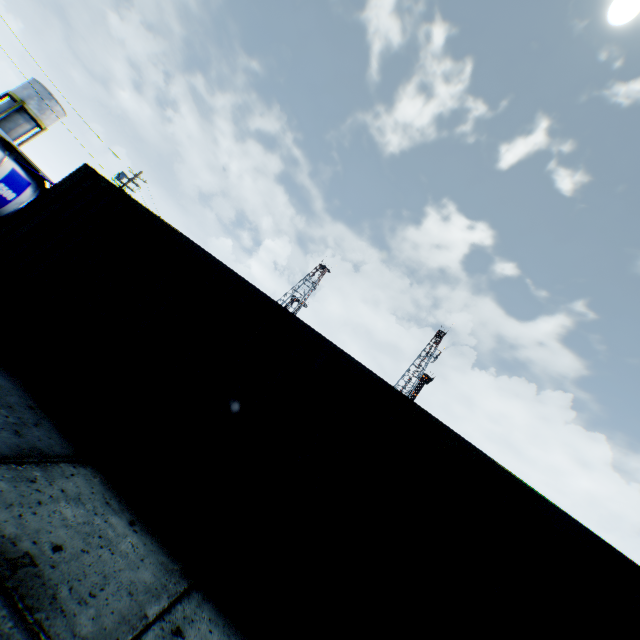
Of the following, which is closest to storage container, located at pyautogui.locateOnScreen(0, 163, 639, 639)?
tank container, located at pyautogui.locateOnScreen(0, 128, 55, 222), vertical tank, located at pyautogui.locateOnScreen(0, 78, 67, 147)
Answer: tank container, located at pyautogui.locateOnScreen(0, 128, 55, 222)

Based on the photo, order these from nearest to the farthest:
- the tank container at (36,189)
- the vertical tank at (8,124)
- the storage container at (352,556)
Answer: the storage container at (352,556)
the tank container at (36,189)
the vertical tank at (8,124)

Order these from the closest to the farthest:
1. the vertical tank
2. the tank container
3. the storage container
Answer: the storage container
the tank container
the vertical tank

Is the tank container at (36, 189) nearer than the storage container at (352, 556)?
No

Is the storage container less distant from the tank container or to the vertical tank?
the tank container

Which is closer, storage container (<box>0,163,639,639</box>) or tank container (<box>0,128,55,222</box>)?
storage container (<box>0,163,639,639</box>)

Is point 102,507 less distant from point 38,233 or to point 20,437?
point 20,437
